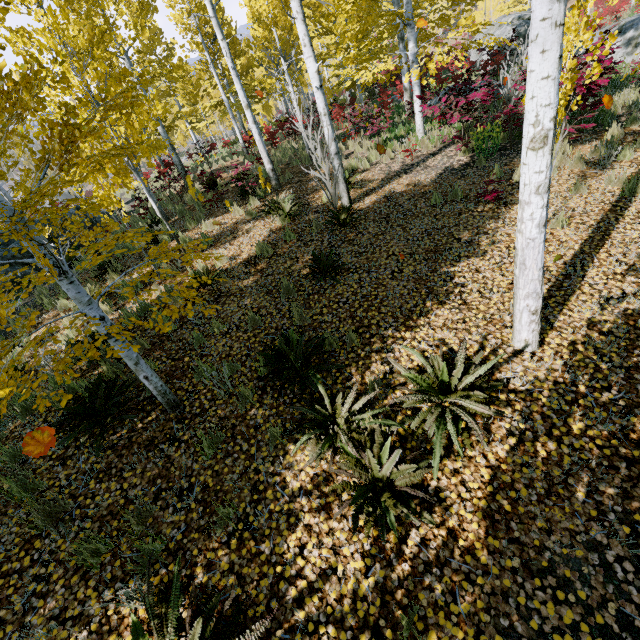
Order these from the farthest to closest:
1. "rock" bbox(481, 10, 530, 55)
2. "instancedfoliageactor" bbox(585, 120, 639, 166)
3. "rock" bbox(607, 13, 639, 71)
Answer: "rock" bbox(481, 10, 530, 55) → "rock" bbox(607, 13, 639, 71) → "instancedfoliageactor" bbox(585, 120, 639, 166)

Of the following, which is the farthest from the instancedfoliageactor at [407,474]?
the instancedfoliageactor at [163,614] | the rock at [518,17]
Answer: the rock at [518,17]

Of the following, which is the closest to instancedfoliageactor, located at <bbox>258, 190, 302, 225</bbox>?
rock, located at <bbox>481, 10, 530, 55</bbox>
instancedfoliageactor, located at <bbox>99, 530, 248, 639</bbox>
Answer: instancedfoliageactor, located at <bbox>99, 530, 248, 639</bbox>

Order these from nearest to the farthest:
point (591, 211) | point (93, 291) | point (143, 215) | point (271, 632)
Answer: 1. point (271, 632)
2. point (591, 211)
3. point (93, 291)
4. point (143, 215)

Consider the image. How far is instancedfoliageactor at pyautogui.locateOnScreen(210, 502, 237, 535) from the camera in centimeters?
317cm

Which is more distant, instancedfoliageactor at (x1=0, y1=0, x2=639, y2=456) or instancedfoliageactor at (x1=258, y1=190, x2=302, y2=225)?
instancedfoliageactor at (x1=258, y1=190, x2=302, y2=225)

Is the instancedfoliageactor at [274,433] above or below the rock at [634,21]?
below
